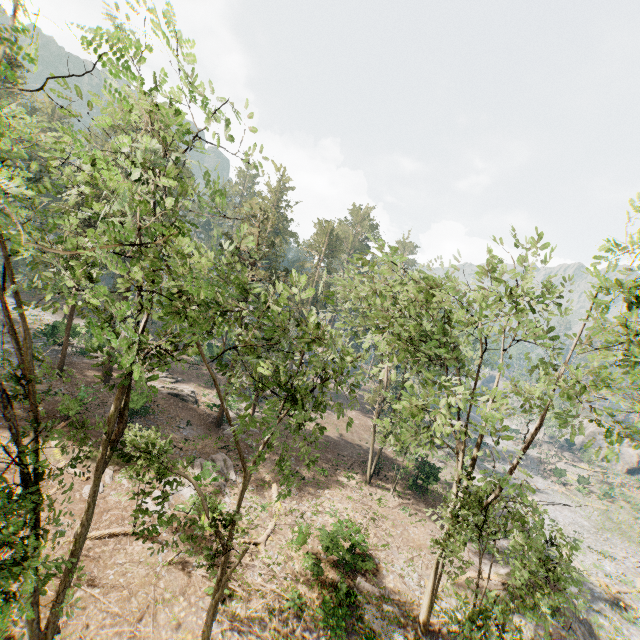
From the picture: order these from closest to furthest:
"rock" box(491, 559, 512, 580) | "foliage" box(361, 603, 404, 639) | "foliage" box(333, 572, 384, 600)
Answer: "foliage" box(361, 603, 404, 639) < "foliage" box(333, 572, 384, 600) < "rock" box(491, 559, 512, 580)

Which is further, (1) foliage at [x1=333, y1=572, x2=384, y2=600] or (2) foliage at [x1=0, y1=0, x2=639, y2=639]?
(1) foliage at [x1=333, y1=572, x2=384, y2=600]

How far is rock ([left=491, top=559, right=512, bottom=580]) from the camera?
20.1 meters

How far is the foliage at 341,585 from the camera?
15.15m

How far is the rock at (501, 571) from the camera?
20.1 meters

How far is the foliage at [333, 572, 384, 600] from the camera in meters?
15.1 m

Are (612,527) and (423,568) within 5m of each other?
no
